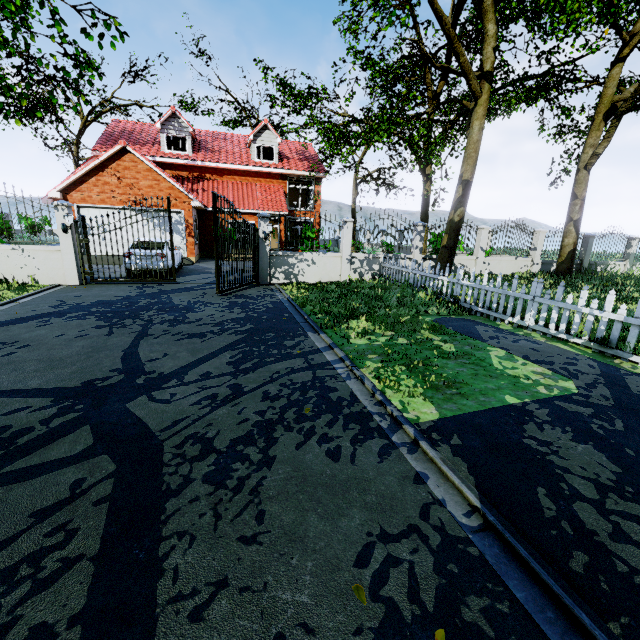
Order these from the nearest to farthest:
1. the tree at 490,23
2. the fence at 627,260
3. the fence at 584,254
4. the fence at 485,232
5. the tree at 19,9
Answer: the tree at 19,9 < the fence at 485,232 < the tree at 490,23 < the fence at 584,254 < the fence at 627,260

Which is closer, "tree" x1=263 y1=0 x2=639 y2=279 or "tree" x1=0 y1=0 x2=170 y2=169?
"tree" x1=0 y1=0 x2=170 y2=169

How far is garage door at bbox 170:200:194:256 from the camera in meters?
17.5 m

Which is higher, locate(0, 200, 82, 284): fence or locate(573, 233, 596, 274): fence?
locate(573, 233, 596, 274): fence

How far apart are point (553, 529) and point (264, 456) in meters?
2.3

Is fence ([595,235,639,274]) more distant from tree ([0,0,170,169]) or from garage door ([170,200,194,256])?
garage door ([170,200,194,256])

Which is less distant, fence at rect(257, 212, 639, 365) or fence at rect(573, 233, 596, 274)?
fence at rect(257, 212, 639, 365)

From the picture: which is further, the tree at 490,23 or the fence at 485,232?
the tree at 490,23
